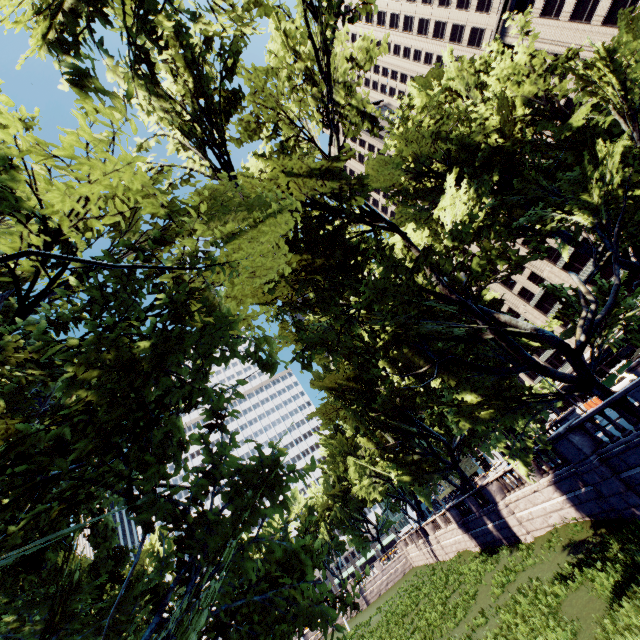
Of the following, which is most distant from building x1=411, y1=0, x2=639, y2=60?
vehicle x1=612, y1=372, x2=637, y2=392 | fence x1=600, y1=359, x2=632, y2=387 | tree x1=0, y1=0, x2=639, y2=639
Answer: vehicle x1=612, y1=372, x2=637, y2=392

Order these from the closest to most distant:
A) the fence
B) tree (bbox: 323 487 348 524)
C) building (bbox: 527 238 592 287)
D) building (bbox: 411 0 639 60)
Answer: the fence → building (bbox: 411 0 639 60) → building (bbox: 527 238 592 287) → tree (bbox: 323 487 348 524)

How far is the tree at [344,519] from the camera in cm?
5824

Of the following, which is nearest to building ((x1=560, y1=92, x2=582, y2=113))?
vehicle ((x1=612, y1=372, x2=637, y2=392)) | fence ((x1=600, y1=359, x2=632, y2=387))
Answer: fence ((x1=600, y1=359, x2=632, y2=387))

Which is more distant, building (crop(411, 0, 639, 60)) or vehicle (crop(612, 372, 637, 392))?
building (crop(411, 0, 639, 60))

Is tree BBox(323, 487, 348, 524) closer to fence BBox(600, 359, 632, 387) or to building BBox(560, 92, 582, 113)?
building BBox(560, 92, 582, 113)

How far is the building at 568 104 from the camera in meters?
44.0

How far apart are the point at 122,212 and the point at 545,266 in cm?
6802
